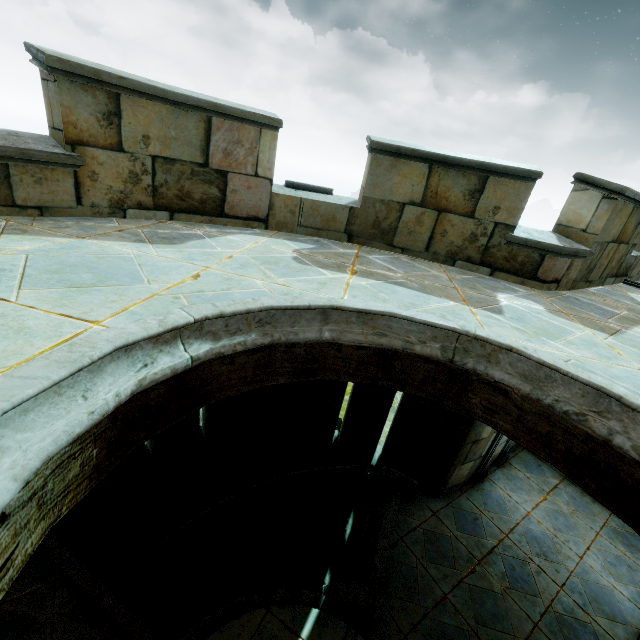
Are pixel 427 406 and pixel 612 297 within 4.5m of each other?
yes
